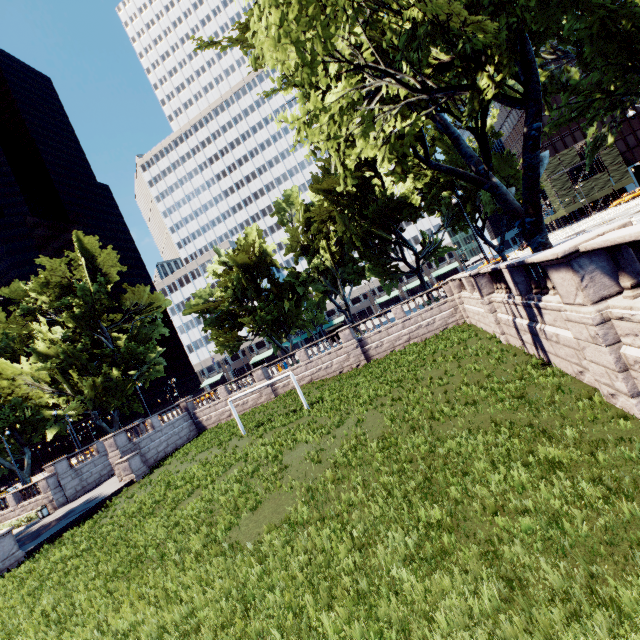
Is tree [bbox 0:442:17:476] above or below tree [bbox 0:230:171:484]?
below

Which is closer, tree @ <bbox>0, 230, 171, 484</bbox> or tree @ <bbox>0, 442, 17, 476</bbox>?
tree @ <bbox>0, 230, 171, 484</bbox>

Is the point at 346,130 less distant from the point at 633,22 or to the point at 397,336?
the point at 633,22

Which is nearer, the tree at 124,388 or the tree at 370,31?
the tree at 370,31

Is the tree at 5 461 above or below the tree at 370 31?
below
